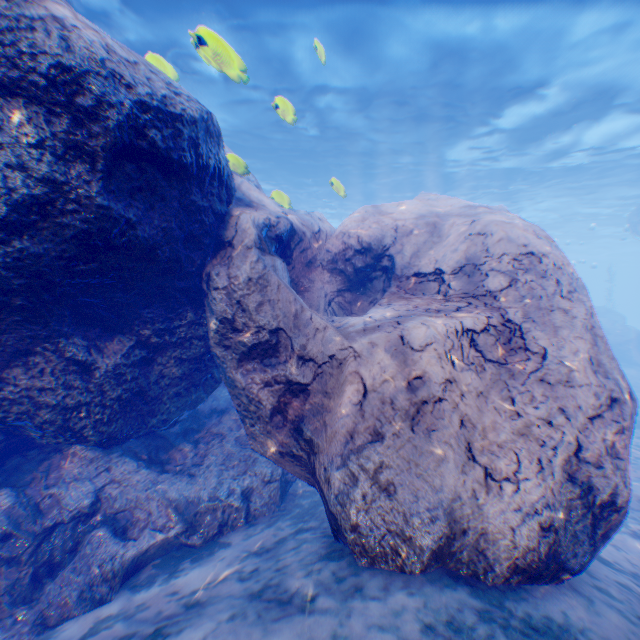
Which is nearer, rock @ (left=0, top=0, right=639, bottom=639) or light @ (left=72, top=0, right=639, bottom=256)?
rock @ (left=0, top=0, right=639, bottom=639)

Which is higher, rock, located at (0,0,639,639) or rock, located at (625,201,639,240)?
rock, located at (625,201,639,240)

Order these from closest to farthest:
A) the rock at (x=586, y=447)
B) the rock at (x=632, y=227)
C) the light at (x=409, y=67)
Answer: the rock at (x=586, y=447) → the light at (x=409, y=67) → the rock at (x=632, y=227)

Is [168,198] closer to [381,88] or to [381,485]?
[381,485]

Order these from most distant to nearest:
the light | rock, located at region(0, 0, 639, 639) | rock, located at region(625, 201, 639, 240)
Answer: rock, located at region(625, 201, 639, 240) < the light < rock, located at region(0, 0, 639, 639)

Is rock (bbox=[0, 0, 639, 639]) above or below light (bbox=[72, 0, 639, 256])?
below

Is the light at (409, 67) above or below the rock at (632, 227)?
above
